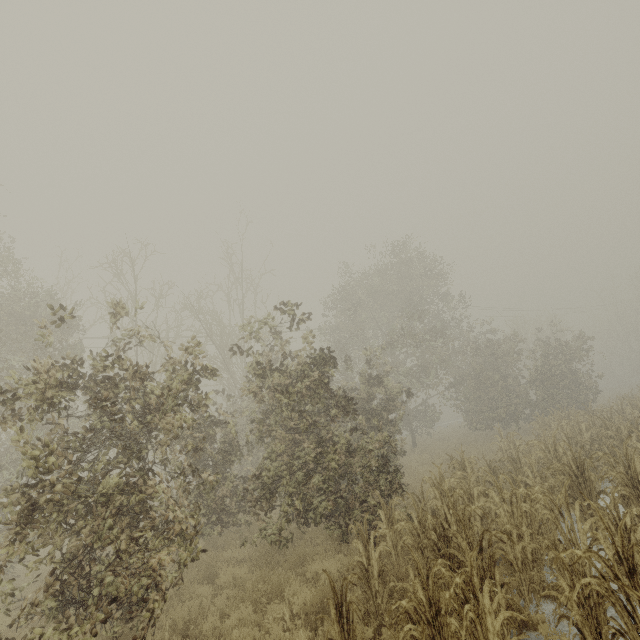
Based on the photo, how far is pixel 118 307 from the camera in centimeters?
529cm
